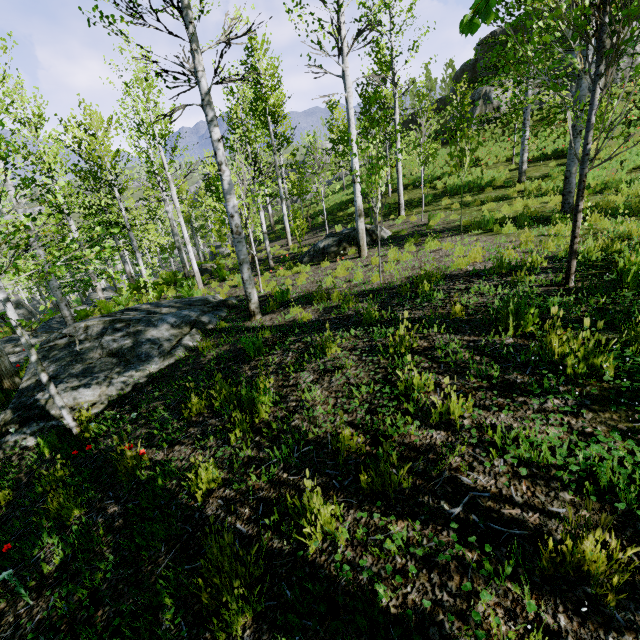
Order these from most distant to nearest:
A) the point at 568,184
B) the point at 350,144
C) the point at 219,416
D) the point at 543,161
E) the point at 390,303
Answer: the point at 543,161, the point at 350,144, the point at 568,184, the point at 390,303, the point at 219,416

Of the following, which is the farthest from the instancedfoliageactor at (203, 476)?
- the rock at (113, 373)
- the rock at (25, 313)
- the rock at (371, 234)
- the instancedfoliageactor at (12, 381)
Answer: the rock at (371, 234)

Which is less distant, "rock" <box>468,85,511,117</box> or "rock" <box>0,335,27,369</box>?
"rock" <box>0,335,27,369</box>

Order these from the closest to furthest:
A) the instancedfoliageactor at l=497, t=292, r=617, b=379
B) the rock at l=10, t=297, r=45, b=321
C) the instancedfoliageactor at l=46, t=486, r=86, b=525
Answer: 1. the instancedfoliageactor at l=497, t=292, r=617, b=379
2. the instancedfoliageactor at l=46, t=486, r=86, b=525
3. the rock at l=10, t=297, r=45, b=321

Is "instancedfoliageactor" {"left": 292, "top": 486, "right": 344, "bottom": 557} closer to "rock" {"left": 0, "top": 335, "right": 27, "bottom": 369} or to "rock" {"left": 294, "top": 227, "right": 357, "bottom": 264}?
"rock" {"left": 0, "top": 335, "right": 27, "bottom": 369}

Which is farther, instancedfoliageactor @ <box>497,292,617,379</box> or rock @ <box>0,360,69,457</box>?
rock @ <box>0,360,69,457</box>

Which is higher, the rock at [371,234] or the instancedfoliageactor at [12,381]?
the rock at [371,234]

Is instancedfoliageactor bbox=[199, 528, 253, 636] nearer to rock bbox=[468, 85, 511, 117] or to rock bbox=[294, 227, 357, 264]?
rock bbox=[294, 227, 357, 264]
